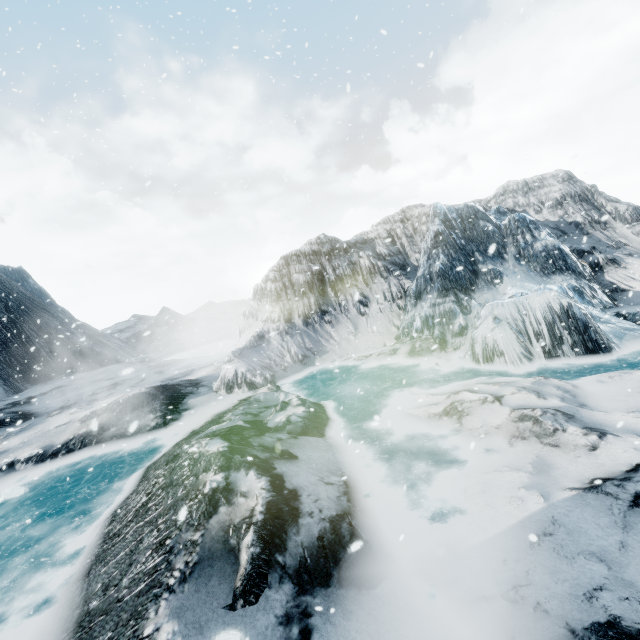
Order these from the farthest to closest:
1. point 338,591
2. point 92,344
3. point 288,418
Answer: point 92,344
point 288,418
point 338,591
